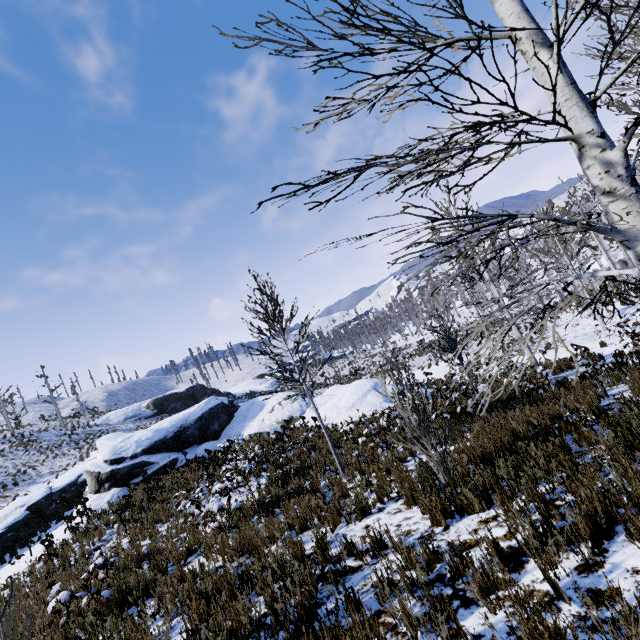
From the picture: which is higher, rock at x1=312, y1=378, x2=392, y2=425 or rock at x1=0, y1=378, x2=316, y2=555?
rock at x1=0, y1=378, x2=316, y2=555

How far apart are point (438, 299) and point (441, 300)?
45.25m

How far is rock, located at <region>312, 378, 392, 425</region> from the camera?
17.09m

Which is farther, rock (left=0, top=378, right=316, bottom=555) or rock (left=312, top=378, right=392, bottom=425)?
rock (left=312, top=378, right=392, bottom=425)

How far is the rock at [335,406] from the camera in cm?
1709

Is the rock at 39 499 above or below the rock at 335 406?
above
